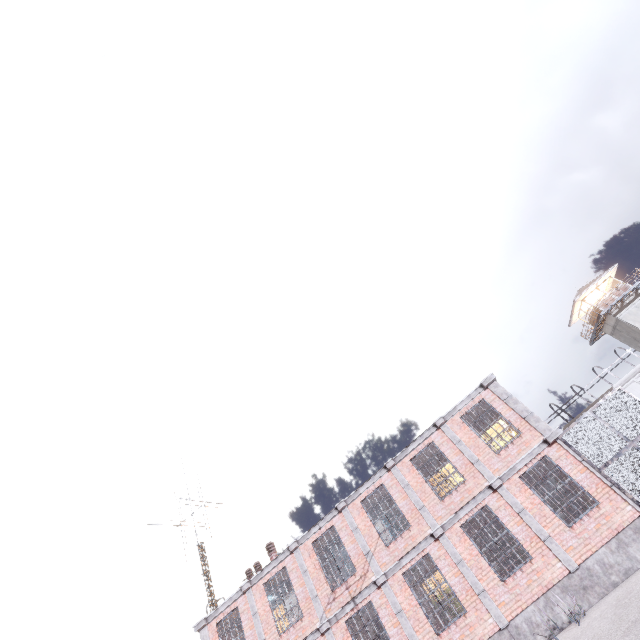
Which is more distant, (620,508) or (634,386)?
(634,386)

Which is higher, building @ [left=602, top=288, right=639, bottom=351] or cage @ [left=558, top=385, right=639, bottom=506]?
building @ [left=602, top=288, right=639, bottom=351]

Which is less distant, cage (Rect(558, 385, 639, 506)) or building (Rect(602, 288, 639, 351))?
cage (Rect(558, 385, 639, 506))

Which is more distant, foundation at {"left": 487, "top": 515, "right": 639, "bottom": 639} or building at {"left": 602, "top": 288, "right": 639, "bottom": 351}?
building at {"left": 602, "top": 288, "right": 639, "bottom": 351}

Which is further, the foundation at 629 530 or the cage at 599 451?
the cage at 599 451

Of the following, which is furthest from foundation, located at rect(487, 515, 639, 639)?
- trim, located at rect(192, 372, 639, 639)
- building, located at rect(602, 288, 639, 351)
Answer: building, located at rect(602, 288, 639, 351)

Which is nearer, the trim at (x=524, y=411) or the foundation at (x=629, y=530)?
the foundation at (x=629, y=530)

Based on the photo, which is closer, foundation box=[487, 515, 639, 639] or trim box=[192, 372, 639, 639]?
foundation box=[487, 515, 639, 639]
